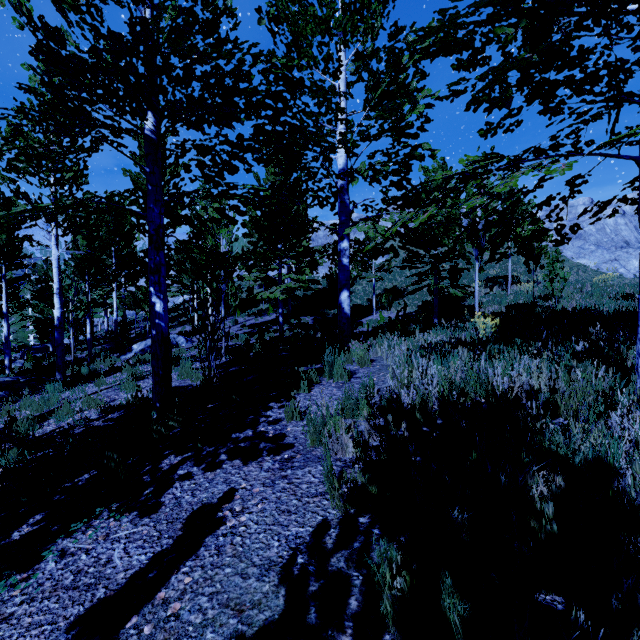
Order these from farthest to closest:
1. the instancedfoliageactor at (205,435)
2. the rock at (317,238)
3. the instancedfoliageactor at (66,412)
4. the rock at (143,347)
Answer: the rock at (317,238), the rock at (143,347), the instancedfoliageactor at (66,412), the instancedfoliageactor at (205,435)

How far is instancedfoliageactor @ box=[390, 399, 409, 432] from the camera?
3.1m

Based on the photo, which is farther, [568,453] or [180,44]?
[180,44]

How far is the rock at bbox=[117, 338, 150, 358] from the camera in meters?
15.7

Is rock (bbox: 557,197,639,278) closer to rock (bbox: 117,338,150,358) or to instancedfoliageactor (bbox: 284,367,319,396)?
instancedfoliageactor (bbox: 284,367,319,396)

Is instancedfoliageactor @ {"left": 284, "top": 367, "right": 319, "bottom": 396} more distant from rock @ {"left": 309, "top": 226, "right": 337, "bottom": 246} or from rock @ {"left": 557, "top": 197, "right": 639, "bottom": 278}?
rock @ {"left": 557, "top": 197, "right": 639, "bottom": 278}

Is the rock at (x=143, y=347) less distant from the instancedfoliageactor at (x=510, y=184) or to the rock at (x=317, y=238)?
the instancedfoliageactor at (x=510, y=184)

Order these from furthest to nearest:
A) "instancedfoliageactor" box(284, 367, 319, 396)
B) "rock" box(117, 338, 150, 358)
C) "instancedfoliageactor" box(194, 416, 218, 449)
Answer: "rock" box(117, 338, 150, 358), "instancedfoliageactor" box(284, 367, 319, 396), "instancedfoliageactor" box(194, 416, 218, 449)
